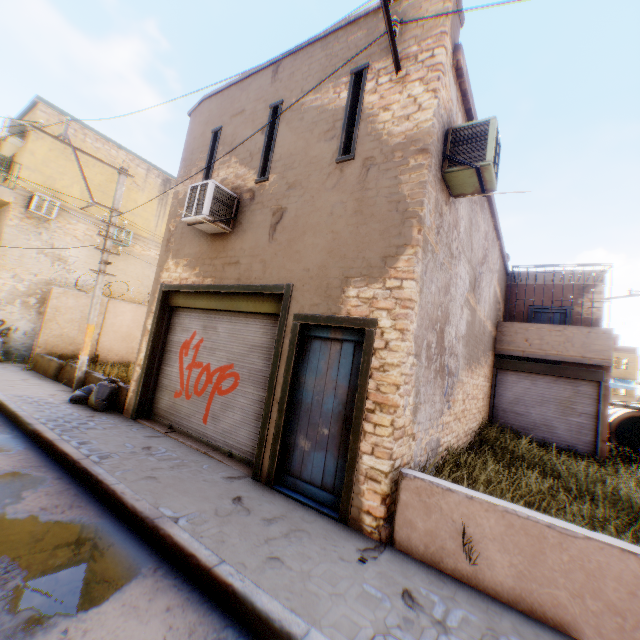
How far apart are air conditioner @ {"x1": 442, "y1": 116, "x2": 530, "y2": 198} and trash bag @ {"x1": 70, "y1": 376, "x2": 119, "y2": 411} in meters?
2.2 m

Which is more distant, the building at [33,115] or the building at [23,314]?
the building at [33,115]

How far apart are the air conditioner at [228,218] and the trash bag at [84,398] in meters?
2.2

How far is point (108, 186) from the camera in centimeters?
1593cm

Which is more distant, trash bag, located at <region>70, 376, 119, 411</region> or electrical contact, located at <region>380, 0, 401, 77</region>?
trash bag, located at <region>70, 376, 119, 411</region>

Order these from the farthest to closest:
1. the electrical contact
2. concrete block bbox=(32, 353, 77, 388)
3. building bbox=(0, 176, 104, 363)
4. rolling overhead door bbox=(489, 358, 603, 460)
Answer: building bbox=(0, 176, 104, 363) → rolling overhead door bbox=(489, 358, 603, 460) → concrete block bbox=(32, 353, 77, 388) → the electrical contact

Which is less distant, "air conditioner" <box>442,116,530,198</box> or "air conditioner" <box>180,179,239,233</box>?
"air conditioner" <box>442,116,530,198</box>
